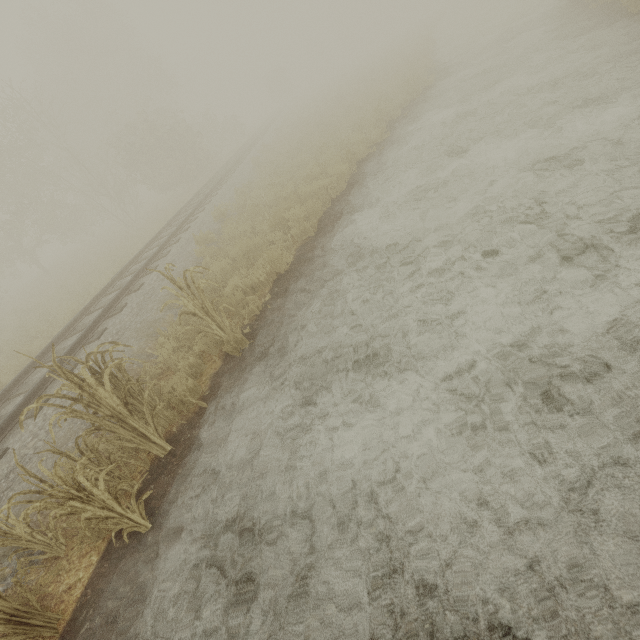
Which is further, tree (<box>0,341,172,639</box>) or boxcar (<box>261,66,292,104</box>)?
boxcar (<box>261,66,292,104</box>)

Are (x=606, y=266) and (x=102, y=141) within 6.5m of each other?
no

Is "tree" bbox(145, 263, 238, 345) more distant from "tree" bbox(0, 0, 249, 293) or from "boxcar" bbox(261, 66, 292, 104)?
"boxcar" bbox(261, 66, 292, 104)

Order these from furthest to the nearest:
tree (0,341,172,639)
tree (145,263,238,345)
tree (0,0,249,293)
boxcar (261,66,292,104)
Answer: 1. boxcar (261,66,292,104)
2. tree (0,0,249,293)
3. tree (145,263,238,345)
4. tree (0,341,172,639)

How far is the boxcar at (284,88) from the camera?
52.2 meters

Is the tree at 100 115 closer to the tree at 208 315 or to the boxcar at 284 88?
the tree at 208 315

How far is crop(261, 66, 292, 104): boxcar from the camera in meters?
52.2 m
